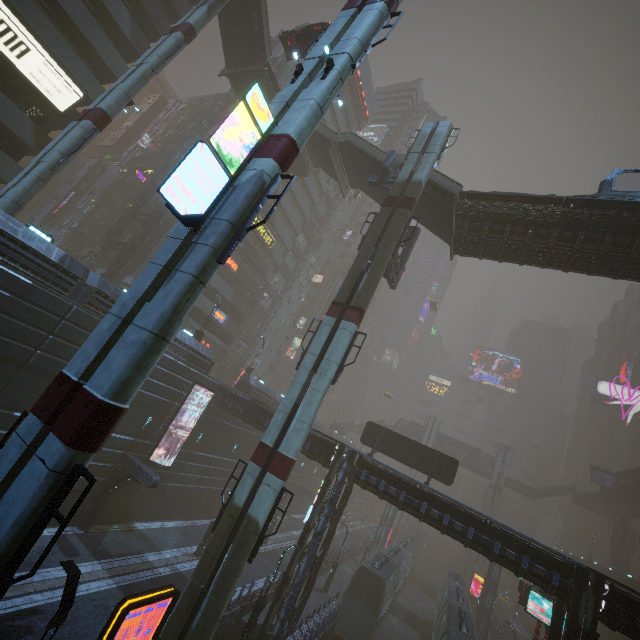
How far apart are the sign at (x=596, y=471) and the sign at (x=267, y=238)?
58.9 meters

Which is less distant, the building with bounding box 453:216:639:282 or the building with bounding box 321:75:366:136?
the building with bounding box 453:216:639:282

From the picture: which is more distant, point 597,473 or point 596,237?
point 597,473

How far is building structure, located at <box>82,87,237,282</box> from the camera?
31.09m

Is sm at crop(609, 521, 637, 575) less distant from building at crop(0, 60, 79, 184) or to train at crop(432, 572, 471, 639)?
building at crop(0, 60, 79, 184)

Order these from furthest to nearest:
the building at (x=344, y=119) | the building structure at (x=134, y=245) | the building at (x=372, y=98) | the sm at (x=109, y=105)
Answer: the building at (x=372, y=98) → the building at (x=344, y=119) → the building structure at (x=134, y=245) → the sm at (x=109, y=105)

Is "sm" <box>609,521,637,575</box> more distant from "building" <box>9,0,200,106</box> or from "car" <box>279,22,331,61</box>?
"car" <box>279,22,331,61</box>

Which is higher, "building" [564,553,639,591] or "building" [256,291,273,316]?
"building" [256,291,273,316]
